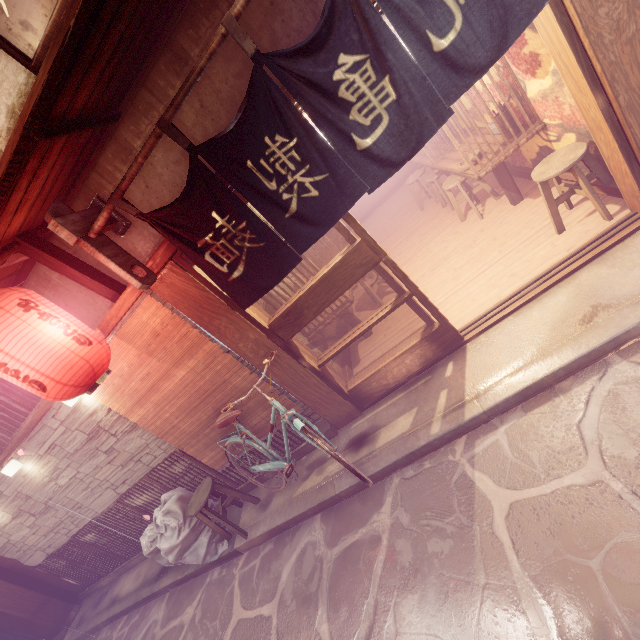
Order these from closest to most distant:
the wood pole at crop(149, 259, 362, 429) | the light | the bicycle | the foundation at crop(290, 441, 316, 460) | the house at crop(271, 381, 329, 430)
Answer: the bicycle → the wood pole at crop(149, 259, 362, 429) → the house at crop(271, 381, 329, 430) → the foundation at crop(290, 441, 316, 460) → the light

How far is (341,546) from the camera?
5.89m

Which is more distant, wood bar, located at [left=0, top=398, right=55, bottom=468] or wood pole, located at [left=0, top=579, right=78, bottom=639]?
wood pole, located at [left=0, top=579, right=78, bottom=639]

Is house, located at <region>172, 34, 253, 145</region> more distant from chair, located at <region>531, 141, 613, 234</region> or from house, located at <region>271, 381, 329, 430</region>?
chair, located at <region>531, 141, 613, 234</region>

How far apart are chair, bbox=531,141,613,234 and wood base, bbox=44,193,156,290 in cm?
720

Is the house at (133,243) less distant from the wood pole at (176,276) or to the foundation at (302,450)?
the wood pole at (176,276)

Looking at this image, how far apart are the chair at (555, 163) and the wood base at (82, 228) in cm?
720

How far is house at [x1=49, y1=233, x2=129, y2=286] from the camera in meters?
6.1
